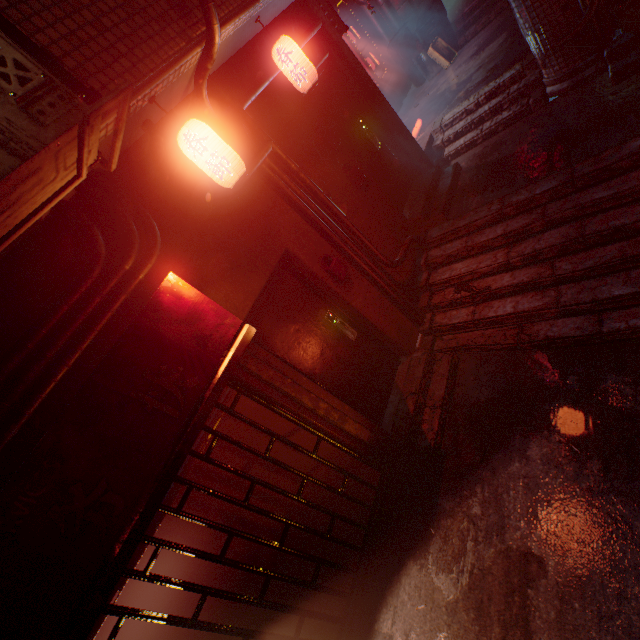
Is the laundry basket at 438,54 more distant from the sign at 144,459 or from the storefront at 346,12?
the sign at 144,459

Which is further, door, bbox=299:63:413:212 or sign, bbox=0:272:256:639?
door, bbox=299:63:413:212

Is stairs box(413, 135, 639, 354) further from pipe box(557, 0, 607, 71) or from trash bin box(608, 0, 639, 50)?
pipe box(557, 0, 607, 71)

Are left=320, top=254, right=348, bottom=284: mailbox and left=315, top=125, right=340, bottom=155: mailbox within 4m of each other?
yes

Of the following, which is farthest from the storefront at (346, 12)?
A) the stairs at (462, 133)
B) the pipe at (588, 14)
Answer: the pipe at (588, 14)

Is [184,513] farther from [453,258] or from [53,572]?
[453,258]

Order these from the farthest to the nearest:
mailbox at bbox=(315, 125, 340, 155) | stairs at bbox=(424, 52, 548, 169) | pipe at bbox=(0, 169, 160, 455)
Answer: stairs at bbox=(424, 52, 548, 169) < mailbox at bbox=(315, 125, 340, 155) < pipe at bbox=(0, 169, 160, 455)

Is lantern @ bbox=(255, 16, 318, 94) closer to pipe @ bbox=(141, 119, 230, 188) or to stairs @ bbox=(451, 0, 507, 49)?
pipe @ bbox=(141, 119, 230, 188)
